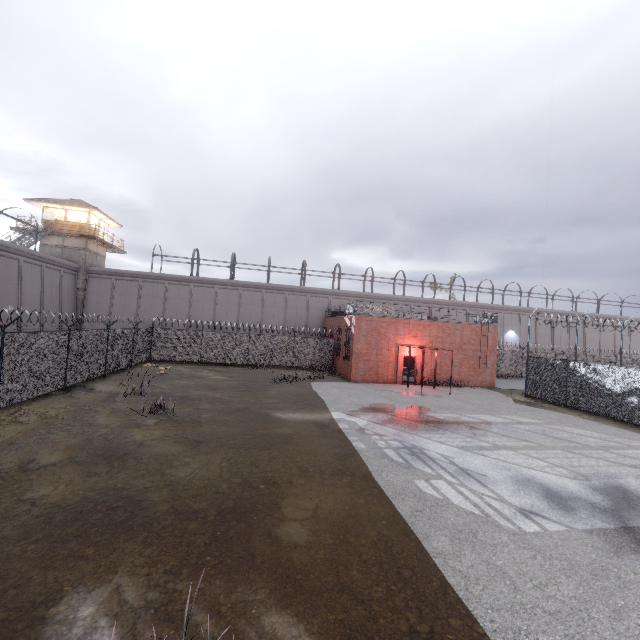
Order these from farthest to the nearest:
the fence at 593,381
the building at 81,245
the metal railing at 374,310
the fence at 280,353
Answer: the building at 81,245 < the metal railing at 374,310 < the fence at 593,381 < the fence at 280,353

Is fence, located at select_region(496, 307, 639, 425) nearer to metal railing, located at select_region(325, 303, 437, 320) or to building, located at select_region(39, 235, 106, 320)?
metal railing, located at select_region(325, 303, 437, 320)

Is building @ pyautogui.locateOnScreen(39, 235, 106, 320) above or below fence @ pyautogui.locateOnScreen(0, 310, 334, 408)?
above

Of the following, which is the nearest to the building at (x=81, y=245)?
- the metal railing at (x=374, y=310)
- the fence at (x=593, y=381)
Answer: the fence at (x=593, y=381)

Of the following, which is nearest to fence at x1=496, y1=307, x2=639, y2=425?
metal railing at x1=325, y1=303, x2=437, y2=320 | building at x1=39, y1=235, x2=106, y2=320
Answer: metal railing at x1=325, y1=303, x2=437, y2=320

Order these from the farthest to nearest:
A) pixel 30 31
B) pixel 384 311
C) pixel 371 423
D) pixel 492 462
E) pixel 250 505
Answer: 1. pixel 30 31
2. pixel 384 311
3. pixel 371 423
4. pixel 492 462
5. pixel 250 505
